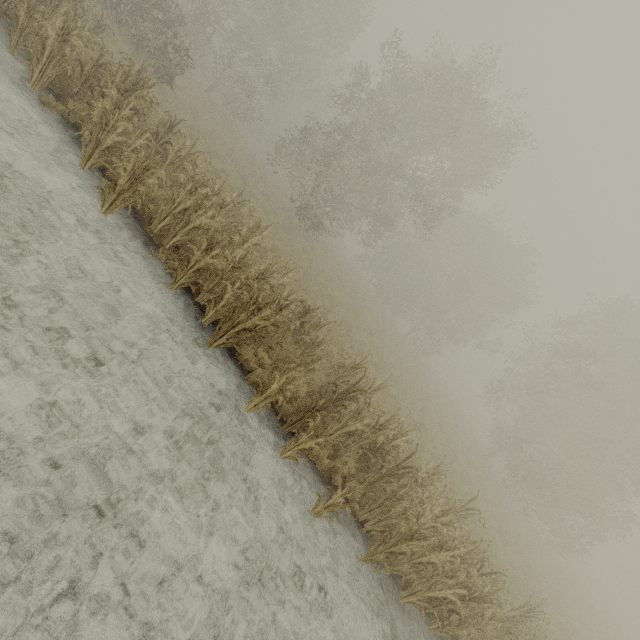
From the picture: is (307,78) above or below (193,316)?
above
